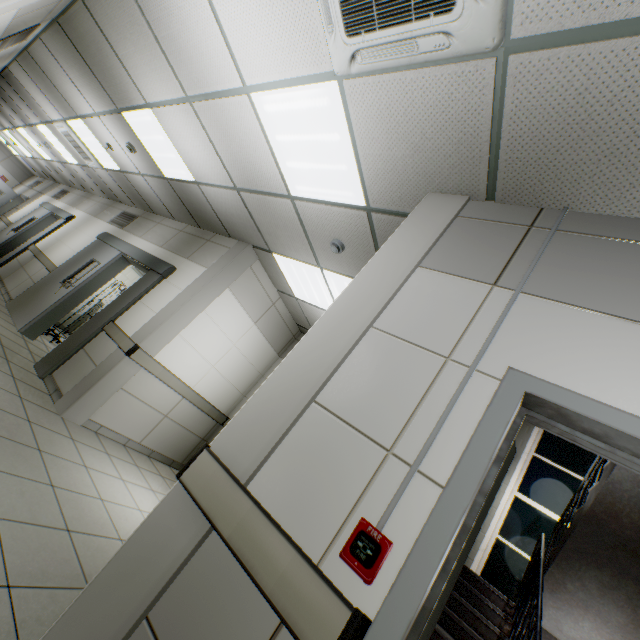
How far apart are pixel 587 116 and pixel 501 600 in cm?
520

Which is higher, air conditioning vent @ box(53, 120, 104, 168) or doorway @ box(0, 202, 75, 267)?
air conditioning vent @ box(53, 120, 104, 168)

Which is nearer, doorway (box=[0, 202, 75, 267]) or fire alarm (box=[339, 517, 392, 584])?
fire alarm (box=[339, 517, 392, 584])

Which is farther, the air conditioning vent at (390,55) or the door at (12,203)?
the door at (12,203)

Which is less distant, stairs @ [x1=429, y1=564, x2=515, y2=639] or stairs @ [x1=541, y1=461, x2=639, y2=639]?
stairs @ [x1=541, y1=461, x2=639, y2=639]

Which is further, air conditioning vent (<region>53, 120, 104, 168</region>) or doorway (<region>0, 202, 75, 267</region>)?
doorway (<region>0, 202, 75, 267</region>)

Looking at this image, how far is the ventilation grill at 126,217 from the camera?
7.3 meters

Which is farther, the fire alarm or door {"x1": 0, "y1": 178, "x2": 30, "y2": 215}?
door {"x1": 0, "y1": 178, "x2": 30, "y2": 215}
